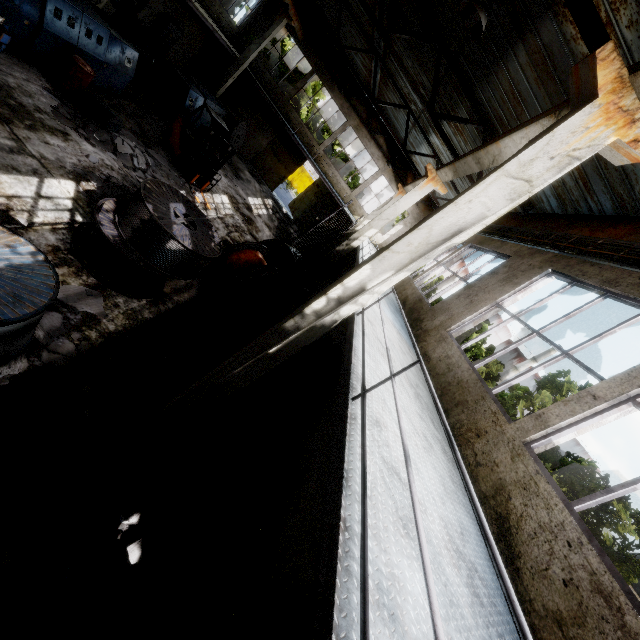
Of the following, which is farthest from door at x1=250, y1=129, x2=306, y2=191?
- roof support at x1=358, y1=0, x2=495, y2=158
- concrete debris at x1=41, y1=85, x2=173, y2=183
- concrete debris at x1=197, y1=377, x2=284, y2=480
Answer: concrete debris at x1=197, y1=377, x2=284, y2=480

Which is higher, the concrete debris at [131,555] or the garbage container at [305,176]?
the garbage container at [305,176]

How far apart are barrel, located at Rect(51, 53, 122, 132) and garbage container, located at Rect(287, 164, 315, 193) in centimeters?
3000cm

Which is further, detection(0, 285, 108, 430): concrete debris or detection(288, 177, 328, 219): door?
detection(288, 177, 328, 219): door

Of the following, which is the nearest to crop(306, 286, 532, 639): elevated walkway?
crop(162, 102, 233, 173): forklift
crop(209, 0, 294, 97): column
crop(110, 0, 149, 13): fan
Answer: crop(209, 0, 294, 97): column

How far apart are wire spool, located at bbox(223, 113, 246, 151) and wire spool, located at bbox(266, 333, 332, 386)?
14.18m

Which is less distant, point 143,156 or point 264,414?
point 264,414

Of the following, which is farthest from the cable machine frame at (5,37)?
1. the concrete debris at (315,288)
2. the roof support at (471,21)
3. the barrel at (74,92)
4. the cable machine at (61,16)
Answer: the concrete debris at (315,288)
